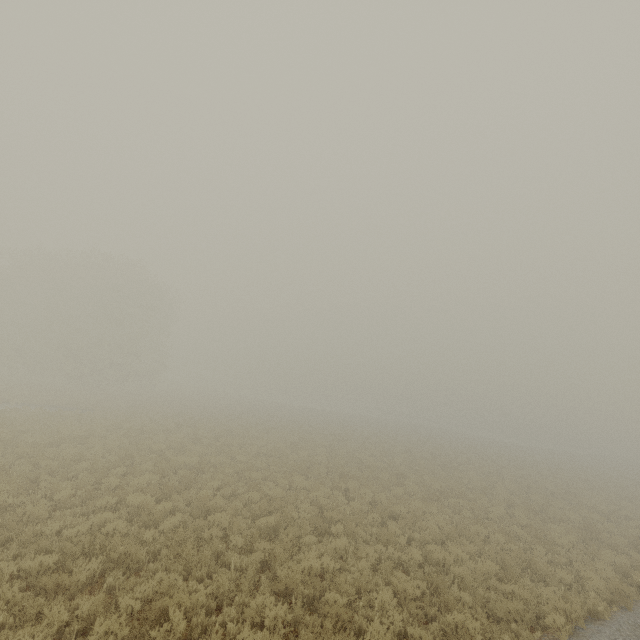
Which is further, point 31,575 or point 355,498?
point 355,498
